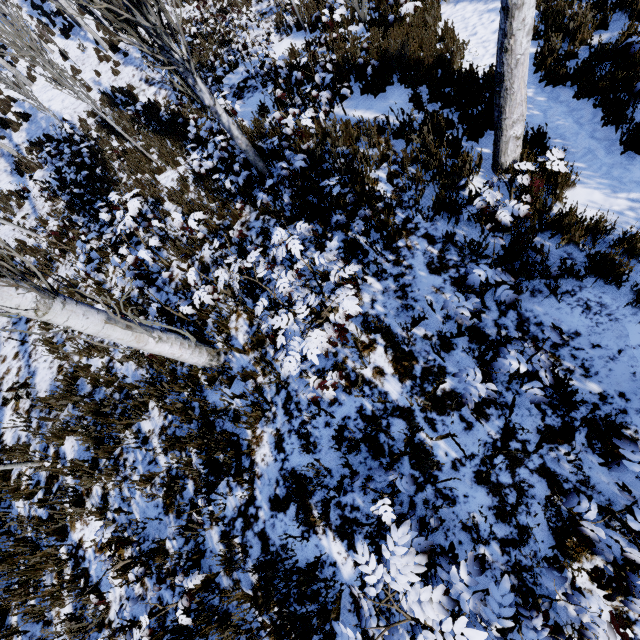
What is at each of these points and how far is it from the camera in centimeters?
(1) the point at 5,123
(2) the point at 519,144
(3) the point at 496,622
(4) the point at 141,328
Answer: (1) instancedfoliageactor, 1484cm
(2) instancedfoliageactor, 422cm
(3) instancedfoliageactor, 204cm
(4) instancedfoliageactor, 390cm

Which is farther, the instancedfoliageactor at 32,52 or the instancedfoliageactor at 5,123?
the instancedfoliageactor at 5,123

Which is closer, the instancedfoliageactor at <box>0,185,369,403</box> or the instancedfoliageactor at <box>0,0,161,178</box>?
the instancedfoliageactor at <box>0,185,369,403</box>

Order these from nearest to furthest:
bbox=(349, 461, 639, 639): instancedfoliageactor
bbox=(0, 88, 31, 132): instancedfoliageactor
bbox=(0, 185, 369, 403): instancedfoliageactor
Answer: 1. bbox=(349, 461, 639, 639): instancedfoliageactor
2. bbox=(0, 185, 369, 403): instancedfoliageactor
3. bbox=(0, 88, 31, 132): instancedfoliageactor

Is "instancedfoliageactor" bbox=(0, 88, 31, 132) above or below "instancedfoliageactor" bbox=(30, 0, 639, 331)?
above
